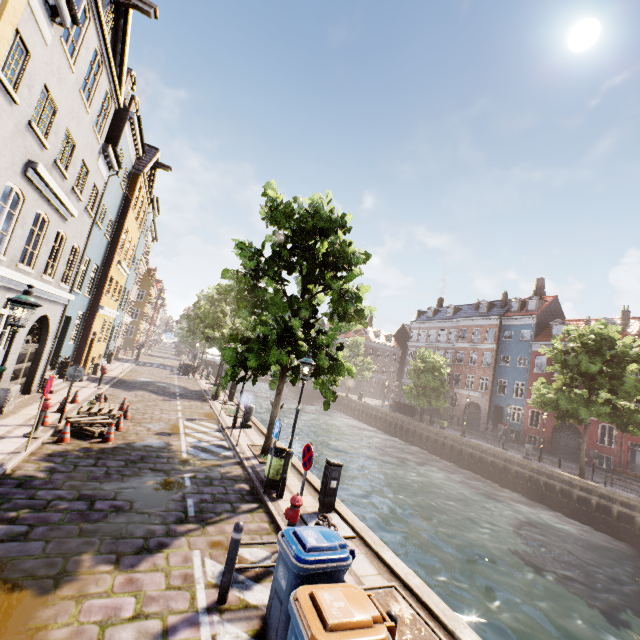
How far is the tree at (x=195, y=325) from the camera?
10.52m

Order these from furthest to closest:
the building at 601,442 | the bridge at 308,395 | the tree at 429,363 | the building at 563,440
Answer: the bridge at 308,395
the tree at 429,363
the building at 563,440
the building at 601,442

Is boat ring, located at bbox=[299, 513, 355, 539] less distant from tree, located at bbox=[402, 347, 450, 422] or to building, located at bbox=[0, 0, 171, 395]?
tree, located at bbox=[402, 347, 450, 422]

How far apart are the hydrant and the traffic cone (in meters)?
7.31

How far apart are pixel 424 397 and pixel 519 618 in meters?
24.6

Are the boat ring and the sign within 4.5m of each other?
yes

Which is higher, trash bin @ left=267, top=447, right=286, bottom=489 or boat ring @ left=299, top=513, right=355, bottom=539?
trash bin @ left=267, top=447, right=286, bottom=489

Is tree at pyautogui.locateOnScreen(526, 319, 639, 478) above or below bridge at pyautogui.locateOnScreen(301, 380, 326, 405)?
above
